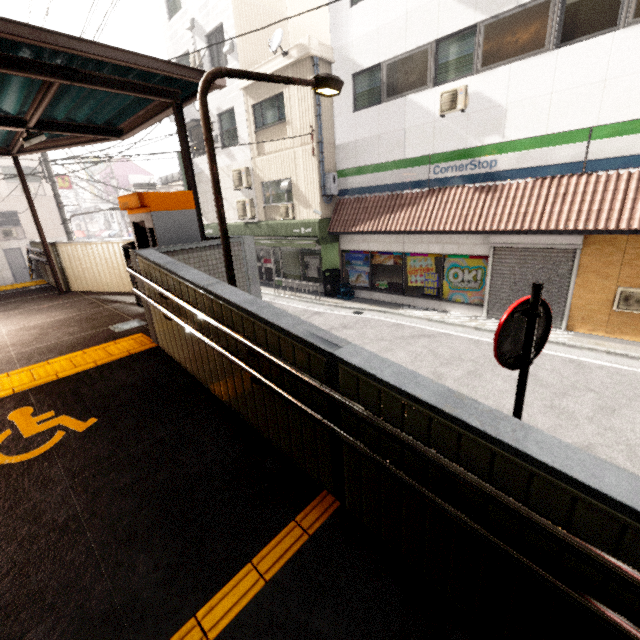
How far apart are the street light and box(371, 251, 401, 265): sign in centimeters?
814cm

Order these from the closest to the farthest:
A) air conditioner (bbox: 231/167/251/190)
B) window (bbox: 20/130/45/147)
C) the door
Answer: window (bbox: 20/130/45/147)
air conditioner (bbox: 231/167/251/190)
the door

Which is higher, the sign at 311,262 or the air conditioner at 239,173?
the air conditioner at 239,173

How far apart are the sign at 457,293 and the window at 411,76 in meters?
4.9

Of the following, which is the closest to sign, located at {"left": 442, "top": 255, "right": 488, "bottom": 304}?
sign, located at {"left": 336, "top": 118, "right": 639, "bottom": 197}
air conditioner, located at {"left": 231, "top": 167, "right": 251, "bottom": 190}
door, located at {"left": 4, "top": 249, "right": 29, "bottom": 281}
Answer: sign, located at {"left": 336, "top": 118, "right": 639, "bottom": 197}

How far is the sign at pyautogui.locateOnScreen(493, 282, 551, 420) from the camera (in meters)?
2.68

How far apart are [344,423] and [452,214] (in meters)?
9.45

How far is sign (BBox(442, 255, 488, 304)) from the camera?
10.3 meters
